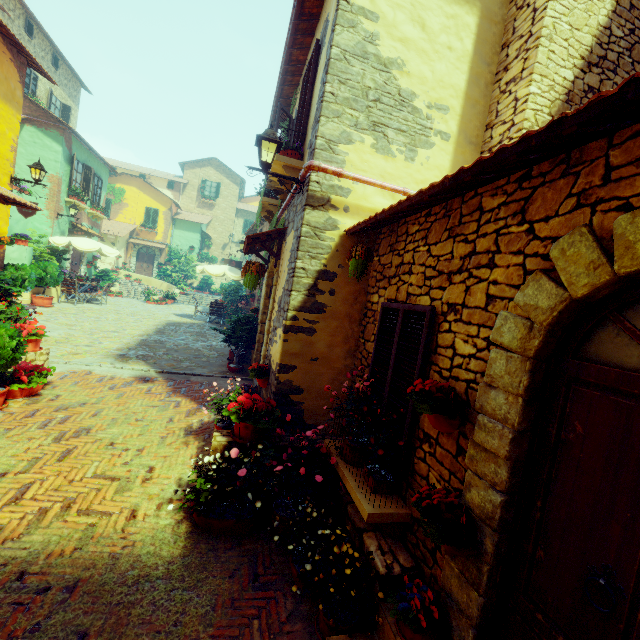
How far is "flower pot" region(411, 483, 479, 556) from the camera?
2.2 meters

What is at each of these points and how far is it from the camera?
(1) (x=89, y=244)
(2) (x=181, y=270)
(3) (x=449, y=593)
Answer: (1) table, 13.62m
(2) flower pot, 28.06m
(3) stone doorway, 2.44m

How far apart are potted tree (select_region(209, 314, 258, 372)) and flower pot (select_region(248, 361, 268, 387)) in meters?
2.4 m

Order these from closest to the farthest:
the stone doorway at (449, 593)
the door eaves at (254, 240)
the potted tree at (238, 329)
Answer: the stone doorway at (449, 593) < the door eaves at (254, 240) < the potted tree at (238, 329)

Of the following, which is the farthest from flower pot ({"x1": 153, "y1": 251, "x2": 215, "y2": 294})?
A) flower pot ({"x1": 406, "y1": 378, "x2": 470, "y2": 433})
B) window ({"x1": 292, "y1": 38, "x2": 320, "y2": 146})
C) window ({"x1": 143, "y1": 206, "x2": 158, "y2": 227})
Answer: flower pot ({"x1": 406, "y1": 378, "x2": 470, "y2": 433})

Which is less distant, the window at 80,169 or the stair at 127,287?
the window at 80,169

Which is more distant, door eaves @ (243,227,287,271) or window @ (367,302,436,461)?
door eaves @ (243,227,287,271)

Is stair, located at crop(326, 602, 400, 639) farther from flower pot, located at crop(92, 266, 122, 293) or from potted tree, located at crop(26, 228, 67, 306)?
flower pot, located at crop(92, 266, 122, 293)
